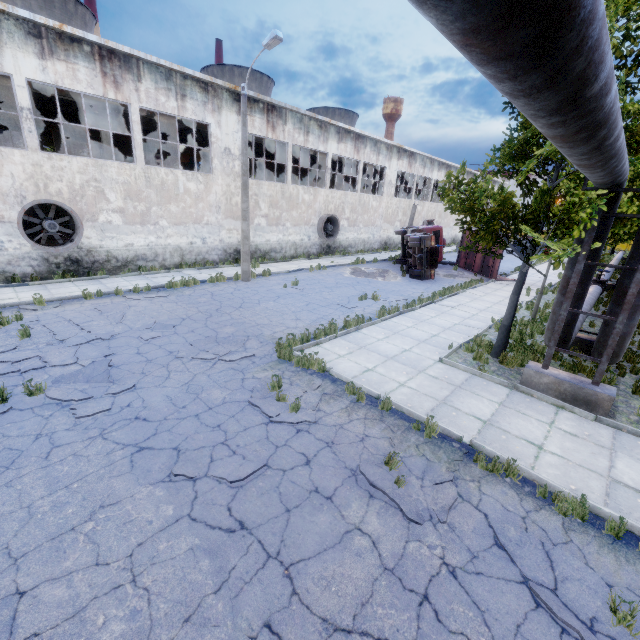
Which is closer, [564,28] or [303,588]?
A: [564,28]

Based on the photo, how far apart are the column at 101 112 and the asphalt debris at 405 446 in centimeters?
1950cm

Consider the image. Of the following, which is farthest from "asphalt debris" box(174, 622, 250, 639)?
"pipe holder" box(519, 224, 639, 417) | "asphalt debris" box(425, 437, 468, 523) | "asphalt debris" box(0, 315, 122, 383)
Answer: "pipe holder" box(519, 224, 639, 417)

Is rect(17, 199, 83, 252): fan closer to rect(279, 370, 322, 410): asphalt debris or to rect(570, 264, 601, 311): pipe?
rect(279, 370, 322, 410): asphalt debris

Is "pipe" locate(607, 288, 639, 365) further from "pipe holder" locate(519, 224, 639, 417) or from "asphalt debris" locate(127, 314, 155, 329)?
"asphalt debris" locate(127, 314, 155, 329)

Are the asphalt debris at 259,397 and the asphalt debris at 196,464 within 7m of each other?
yes

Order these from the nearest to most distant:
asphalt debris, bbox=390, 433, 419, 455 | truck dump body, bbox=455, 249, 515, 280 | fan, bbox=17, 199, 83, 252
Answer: asphalt debris, bbox=390, 433, 419, 455
fan, bbox=17, 199, 83, 252
truck dump body, bbox=455, 249, 515, 280

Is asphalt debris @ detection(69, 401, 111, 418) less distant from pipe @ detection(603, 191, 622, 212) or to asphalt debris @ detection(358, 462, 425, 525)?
asphalt debris @ detection(358, 462, 425, 525)
